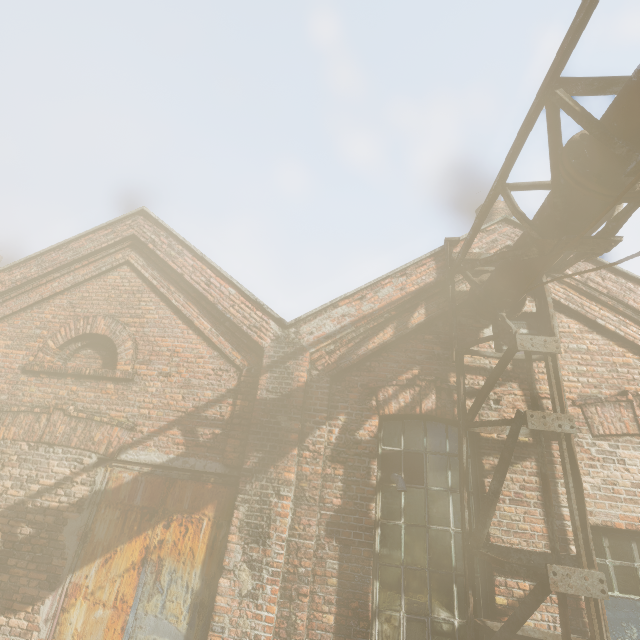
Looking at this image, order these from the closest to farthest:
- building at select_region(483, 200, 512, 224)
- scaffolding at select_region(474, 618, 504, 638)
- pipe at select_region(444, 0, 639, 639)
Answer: pipe at select_region(444, 0, 639, 639) < scaffolding at select_region(474, 618, 504, 638) < building at select_region(483, 200, 512, 224)

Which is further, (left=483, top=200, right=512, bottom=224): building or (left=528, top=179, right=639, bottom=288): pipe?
(left=483, top=200, right=512, bottom=224): building

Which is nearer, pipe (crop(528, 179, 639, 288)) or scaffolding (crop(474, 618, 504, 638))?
pipe (crop(528, 179, 639, 288))

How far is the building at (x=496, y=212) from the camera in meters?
8.6

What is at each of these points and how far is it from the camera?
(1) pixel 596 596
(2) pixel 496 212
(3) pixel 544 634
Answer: (1) pipe, 2.75m
(2) building, 8.62m
(3) scaffolding, 3.32m

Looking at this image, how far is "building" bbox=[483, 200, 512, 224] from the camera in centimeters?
855cm

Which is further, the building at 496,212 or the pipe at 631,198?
the building at 496,212

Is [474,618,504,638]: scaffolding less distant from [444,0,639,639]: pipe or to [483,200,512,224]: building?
[444,0,639,639]: pipe
